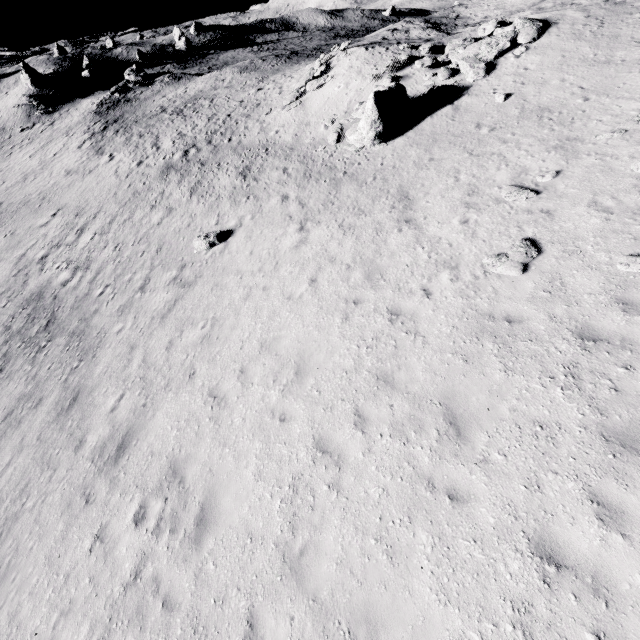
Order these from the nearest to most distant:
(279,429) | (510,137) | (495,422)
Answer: (495,422), (279,429), (510,137)

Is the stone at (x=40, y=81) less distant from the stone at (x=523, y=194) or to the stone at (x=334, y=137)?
the stone at (x=334, y=137)

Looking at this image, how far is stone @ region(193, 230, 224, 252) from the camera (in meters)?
16.08

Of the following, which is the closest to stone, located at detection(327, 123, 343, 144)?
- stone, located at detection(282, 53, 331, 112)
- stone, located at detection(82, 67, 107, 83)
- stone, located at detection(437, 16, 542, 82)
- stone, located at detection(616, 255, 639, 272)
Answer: stone, located at detection(437, 16, 542, 82)

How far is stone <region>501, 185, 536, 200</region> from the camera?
9.9 meters

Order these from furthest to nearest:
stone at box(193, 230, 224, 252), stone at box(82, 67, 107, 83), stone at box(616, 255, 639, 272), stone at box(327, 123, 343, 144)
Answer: stone at box(82, 67, 107, 83), stone at box(327, 123, 343, 144), stone at box(193, 230, 224, 252), stone at box(616, 255, 639, 272)

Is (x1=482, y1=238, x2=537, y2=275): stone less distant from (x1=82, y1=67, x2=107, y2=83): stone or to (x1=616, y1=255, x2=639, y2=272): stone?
(x1=616, y1=255, x2=639, y2=272): stone

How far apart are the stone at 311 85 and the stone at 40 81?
47.54m
